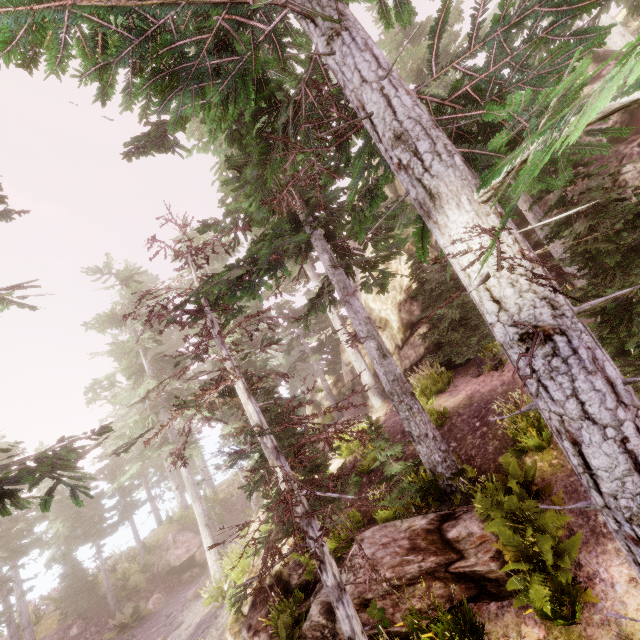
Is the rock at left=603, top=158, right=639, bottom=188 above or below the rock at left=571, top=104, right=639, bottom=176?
below

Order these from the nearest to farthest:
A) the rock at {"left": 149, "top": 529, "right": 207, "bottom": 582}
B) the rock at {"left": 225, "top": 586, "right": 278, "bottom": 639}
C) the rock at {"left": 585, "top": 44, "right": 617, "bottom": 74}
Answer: the rock at {"left": 225, "top": 586, "right": 278, "bottom": 639} → the rock at {"left": 585, "top": 44, "right": 617, "bottom": 74} → the rock at {"left": 149, "top": 529, "right": 207, "bottom": 582}

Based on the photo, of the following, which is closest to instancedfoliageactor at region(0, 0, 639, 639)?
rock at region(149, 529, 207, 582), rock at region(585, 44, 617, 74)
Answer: rock at region(585, 44, 617, 74)

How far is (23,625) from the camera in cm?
1502

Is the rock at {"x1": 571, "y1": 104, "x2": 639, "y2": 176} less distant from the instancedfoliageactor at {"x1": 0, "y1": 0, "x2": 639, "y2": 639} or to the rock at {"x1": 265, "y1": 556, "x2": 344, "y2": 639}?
the instancedfoliageactor at {"x1": 0, "y1": 0, "x2": 639, "y2": 639}

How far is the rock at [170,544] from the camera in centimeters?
2030cm

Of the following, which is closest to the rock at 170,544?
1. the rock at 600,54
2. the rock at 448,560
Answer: the rock at 448,560

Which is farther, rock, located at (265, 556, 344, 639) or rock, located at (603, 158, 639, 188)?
rock, located at (603, 158, 639, 188)
